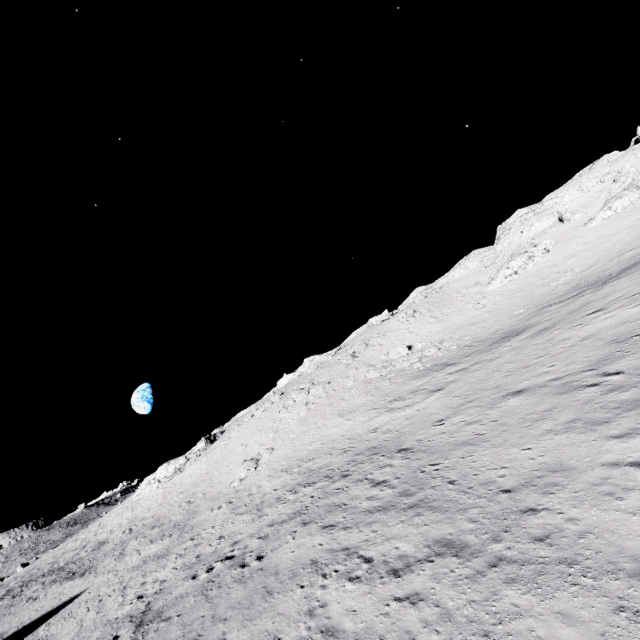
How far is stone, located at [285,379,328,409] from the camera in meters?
40.4 m

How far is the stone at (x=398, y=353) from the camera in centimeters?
3581cm

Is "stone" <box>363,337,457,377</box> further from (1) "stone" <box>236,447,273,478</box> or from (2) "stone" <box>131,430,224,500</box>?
(2) "stone" <box>131,430,224,500</box>

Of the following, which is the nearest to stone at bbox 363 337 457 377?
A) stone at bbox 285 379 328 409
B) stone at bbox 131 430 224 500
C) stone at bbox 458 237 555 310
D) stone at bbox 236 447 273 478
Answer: stone at bbox 285 379 328 409

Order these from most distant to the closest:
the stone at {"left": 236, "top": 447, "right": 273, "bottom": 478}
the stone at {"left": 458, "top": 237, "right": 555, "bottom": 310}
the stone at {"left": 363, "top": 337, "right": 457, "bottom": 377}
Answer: the stone at {"left": 458, "top": 237, "right": 555, "bottom": 310} < the stone at {"left": 363, "top": 337, "right": 457, "bottom": 377} < the stone at {"left": 236, "top": 447, "right": 273, "bottom": 478}

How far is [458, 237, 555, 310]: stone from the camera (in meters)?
44.62

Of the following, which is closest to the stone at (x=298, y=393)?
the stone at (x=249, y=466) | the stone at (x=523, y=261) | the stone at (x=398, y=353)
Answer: the stone at (x=398, y=353)

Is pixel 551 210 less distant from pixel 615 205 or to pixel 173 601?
pixel 615 205
